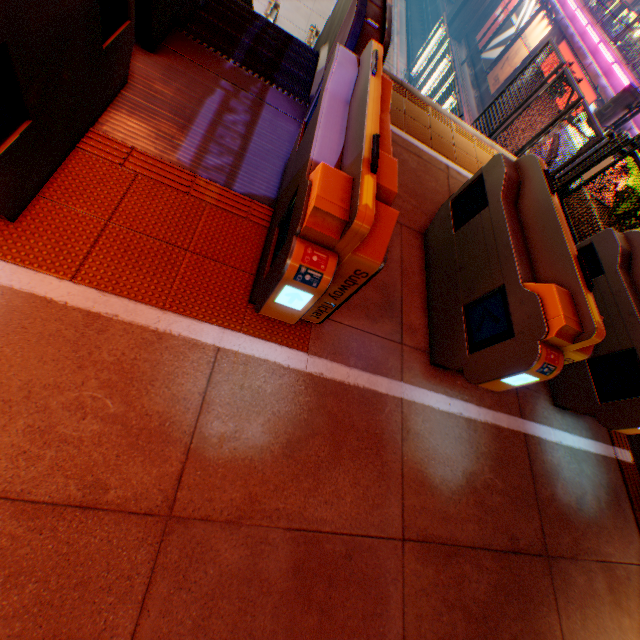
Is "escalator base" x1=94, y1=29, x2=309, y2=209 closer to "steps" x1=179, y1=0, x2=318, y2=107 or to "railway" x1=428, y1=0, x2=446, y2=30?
"steps" x1=179, y1=0, x2=318, y2=107

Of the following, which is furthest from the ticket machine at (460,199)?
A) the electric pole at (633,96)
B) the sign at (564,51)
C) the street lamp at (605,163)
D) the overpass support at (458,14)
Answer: the sign at (564,51)

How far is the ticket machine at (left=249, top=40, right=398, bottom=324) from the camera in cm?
151

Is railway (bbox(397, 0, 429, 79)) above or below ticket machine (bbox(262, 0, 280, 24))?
below

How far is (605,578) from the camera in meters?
2.9 m

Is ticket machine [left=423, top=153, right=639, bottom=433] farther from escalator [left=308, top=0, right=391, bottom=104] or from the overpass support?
the overpass support

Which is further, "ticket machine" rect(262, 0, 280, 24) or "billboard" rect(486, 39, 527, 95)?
"billboard" rect(486, 39, 527, 95)

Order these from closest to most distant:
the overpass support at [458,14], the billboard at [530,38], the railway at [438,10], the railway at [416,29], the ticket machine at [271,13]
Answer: the ticket machine at [271,13], the billboard at [530,38], the railway at [416,29], the overpass support at [458,14], the railway at [438,10]
